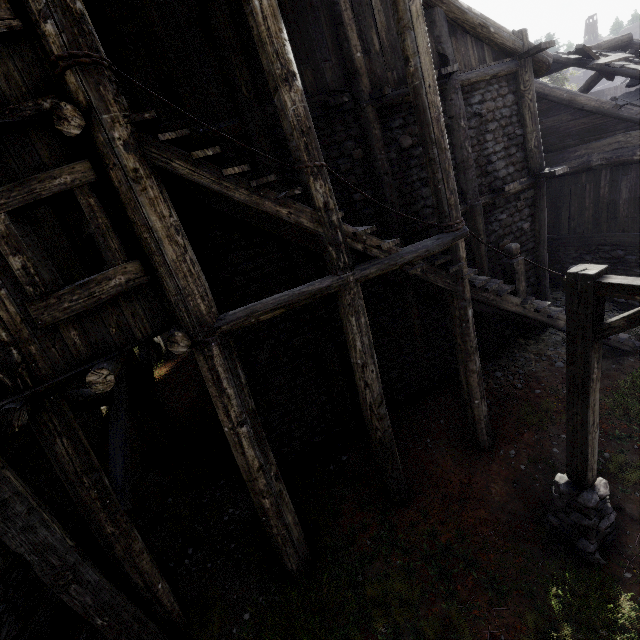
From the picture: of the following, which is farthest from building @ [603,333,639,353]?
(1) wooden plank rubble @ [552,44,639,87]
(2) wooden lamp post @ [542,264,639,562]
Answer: (2) wooden lamp post @ [542,264,639,562]

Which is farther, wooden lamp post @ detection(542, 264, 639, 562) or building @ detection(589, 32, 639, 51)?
building @ detection(589, 32, 639, 51)

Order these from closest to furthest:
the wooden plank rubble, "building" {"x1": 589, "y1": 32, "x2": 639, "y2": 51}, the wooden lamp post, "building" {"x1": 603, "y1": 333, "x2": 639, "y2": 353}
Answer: the wooden lamp post, "building" {"x1": 603, "y1": 333, "x2": 639, "y2": 353}, the wooden plank rubble, "building" {"x1": 589, "y1": 32, "x2": 639, "y2": 51}

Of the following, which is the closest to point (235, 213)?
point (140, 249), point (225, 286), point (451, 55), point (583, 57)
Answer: point (225, 286)

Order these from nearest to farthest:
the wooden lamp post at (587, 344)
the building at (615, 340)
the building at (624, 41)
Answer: the wooden lamp post at (587, 344) < the building at (615, 340) < the building at (624, 41)

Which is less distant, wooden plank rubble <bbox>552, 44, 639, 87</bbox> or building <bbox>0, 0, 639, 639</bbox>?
building <bbox>0, 0, 639, 639</bbox>

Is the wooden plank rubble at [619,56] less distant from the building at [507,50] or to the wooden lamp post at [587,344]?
the building at [507,50]
